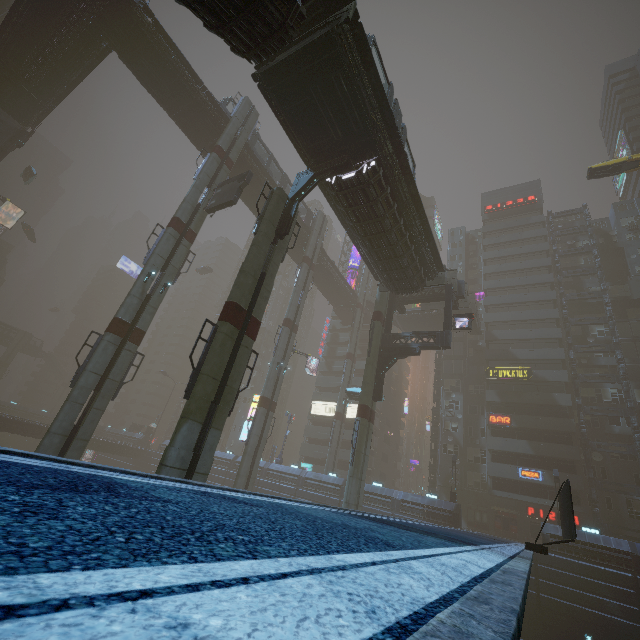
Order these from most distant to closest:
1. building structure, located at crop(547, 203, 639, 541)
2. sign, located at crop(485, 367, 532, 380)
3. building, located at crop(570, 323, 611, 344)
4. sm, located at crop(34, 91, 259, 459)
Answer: building, located at crop(570, 323, 611, 344)
sign, located at crop(485, 367, 532, 380)
building structure, located at crop(547, 203, 639, 541)
sm, located at crop(34, 91, 259, 459)

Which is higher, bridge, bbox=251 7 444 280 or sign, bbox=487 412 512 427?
bridge, bbox=251 7 444 280

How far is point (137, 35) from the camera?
26.1 meters

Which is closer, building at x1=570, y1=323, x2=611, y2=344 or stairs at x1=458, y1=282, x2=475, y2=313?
stairs at x1=458, y1=282, x2=475, y2=313

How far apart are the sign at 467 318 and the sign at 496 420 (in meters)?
20.16

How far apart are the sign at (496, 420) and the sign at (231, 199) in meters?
38.7 m

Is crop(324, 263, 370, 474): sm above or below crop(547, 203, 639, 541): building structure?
below

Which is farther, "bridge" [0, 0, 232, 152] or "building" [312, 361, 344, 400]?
"building" [312, 361, 344, 400]
